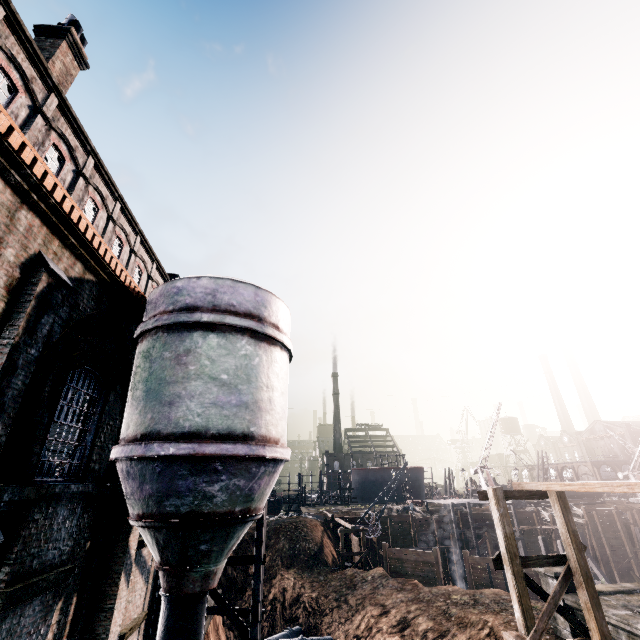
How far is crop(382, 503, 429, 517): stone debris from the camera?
43.66m

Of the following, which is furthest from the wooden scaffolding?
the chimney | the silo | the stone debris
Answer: the chimney

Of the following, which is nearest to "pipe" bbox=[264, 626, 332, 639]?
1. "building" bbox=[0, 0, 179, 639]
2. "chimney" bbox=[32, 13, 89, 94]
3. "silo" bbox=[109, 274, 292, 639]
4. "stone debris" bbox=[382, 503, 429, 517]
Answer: "building" bbox=[0, 0, 179, 639]

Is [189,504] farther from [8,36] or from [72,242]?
[8,36]

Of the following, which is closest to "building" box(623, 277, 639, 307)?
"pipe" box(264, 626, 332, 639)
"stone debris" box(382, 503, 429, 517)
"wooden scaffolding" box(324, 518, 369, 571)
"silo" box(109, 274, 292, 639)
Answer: "silo" box(109, 274, 292, 639)

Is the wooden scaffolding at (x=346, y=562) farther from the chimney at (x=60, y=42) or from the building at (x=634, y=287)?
the chimney at (x=60, y=42)

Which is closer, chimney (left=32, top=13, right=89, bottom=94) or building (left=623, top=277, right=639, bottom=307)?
chimney (left=32, top=13, right=89, bottom=94)

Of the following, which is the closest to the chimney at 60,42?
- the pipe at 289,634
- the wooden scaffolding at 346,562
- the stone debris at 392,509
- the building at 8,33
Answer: the building at 8,33
